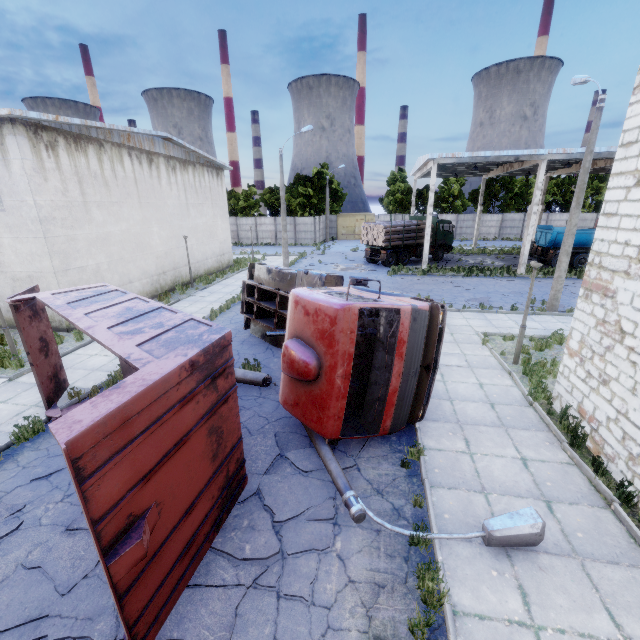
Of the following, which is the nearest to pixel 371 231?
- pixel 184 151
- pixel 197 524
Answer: pixel 184 151

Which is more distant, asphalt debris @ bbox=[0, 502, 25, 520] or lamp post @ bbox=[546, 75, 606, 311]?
lamp post @ bbox=[546, 75, 606, 311]

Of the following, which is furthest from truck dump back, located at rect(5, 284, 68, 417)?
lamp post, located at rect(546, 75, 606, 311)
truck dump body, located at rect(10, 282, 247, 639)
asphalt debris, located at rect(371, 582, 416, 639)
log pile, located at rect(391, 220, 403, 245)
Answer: log pile, located at rect(391, 220, 403, 245)

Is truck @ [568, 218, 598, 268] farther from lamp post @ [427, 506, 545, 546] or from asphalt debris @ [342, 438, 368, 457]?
asphalt debris @ [342, 438, 368, 457]

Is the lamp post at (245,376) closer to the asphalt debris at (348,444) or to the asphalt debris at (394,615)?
the asphalt debris at (348,444)

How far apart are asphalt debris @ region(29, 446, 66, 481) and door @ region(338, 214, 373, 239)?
47.0m

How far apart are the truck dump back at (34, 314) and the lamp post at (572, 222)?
19.3m

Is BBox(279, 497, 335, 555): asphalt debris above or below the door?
below
